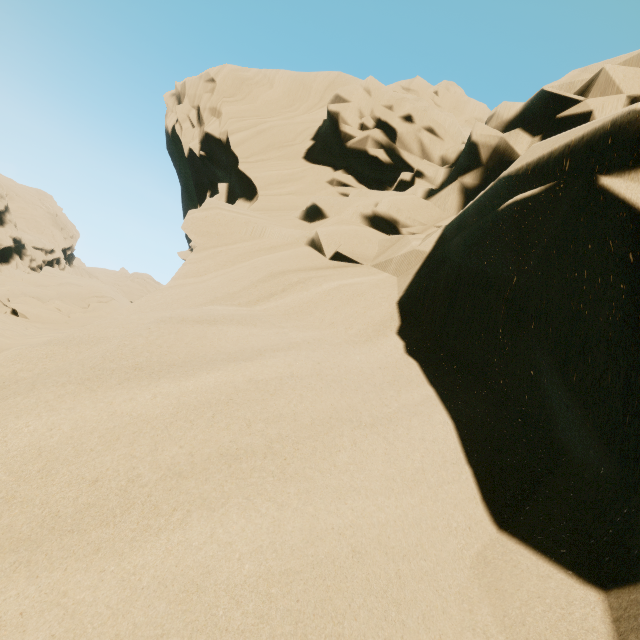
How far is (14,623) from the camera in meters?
0.9
